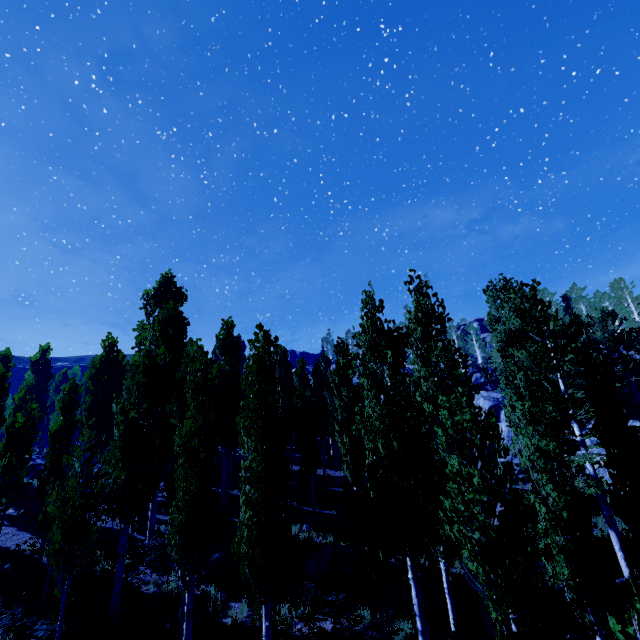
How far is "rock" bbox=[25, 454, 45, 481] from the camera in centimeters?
2772cm

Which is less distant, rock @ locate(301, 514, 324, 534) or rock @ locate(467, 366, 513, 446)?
rock @ locate(301, 514, 324, 534)

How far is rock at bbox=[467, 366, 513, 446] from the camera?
29.6m

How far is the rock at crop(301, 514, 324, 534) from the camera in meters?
18.0

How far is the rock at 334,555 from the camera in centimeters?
1320cm

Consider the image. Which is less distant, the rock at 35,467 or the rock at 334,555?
the rock at 334,555

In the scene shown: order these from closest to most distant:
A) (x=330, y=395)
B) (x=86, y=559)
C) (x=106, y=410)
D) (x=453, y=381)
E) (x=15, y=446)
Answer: (x=86, y=559) < (x=15, y=446) < (x=106, y=410) < (x=453, y=381) < (x=330, y=395)

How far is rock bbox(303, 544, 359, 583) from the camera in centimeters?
1320cm
